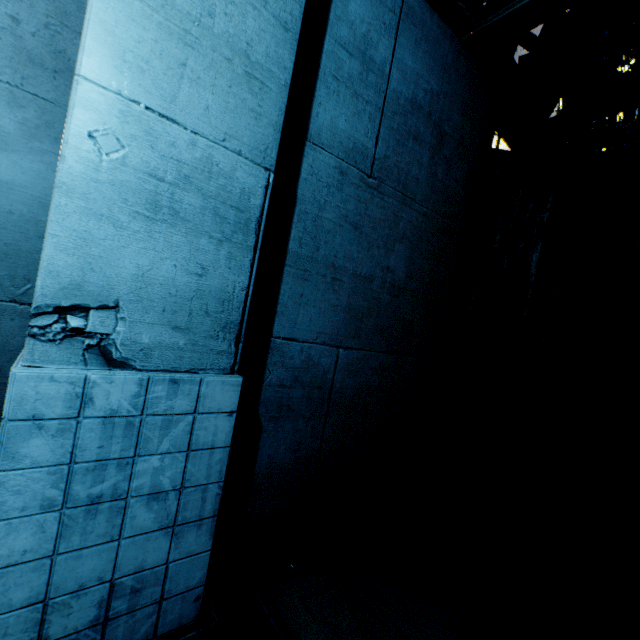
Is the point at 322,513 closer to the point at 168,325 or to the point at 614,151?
the point at 168,325
